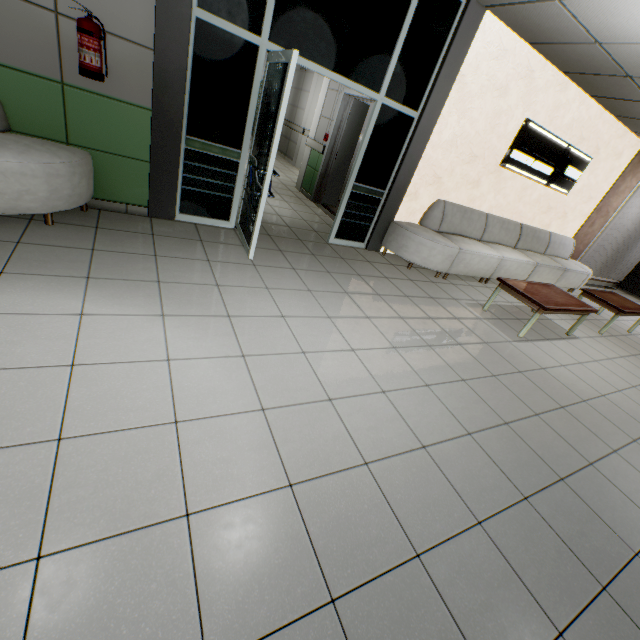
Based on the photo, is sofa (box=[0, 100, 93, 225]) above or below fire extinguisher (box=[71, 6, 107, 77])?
below

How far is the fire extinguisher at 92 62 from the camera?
2.64m

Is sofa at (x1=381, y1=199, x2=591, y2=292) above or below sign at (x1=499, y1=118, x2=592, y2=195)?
below

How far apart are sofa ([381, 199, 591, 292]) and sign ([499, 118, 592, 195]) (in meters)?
0.78

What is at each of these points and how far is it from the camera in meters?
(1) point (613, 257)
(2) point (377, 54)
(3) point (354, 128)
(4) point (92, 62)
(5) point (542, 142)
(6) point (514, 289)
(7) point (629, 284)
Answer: (1) blinds, 9.4 m
(2) doorway, 3.9 m
(3) door, 6.6 m
(4) fire extinguisher, 2.8 m
(5) sign, 5.6 m
(6) table, 4.4 m
(7) cabinet, 10.6 m

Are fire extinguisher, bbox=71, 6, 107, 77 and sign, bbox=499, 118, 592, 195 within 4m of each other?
no

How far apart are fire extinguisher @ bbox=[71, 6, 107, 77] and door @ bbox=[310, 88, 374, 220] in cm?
381

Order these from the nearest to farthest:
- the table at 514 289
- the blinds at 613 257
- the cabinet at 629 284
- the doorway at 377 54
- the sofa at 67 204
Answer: the sofa at 67 204 < the doorway at 377 54 < the table at 514 289 < the blinds at 613 257 < the cabinet at 629 284
